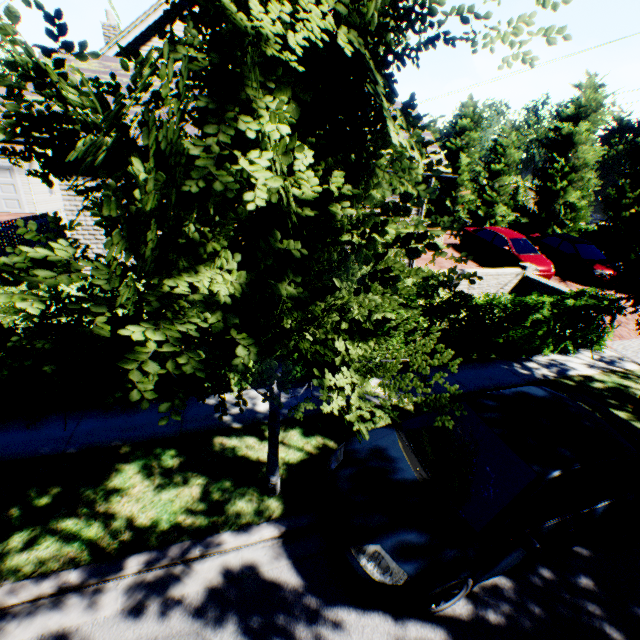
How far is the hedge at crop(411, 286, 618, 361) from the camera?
7.96m

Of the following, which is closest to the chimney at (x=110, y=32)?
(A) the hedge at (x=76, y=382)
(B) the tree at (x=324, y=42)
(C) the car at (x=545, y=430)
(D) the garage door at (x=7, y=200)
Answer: (A) the hedge at (x=76, y=382)

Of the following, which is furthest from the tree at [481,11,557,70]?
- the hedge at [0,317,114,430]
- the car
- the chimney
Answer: the chimney

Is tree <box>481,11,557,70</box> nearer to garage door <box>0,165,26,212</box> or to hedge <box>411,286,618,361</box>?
hedge <box>411,286,618,361</box>

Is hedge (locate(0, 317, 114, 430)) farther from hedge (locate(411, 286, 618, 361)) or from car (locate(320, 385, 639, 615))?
car (locate(320, 385, 639, 615))

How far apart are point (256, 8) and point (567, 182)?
27.64m

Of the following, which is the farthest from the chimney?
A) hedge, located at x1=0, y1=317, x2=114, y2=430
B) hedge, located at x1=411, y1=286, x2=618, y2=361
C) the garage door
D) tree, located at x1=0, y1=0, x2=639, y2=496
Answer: hedge, located at x1=411, y1=286, x2=618, y2=361

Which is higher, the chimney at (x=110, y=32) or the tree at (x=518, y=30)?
the chimney at (x=110, y=32)
